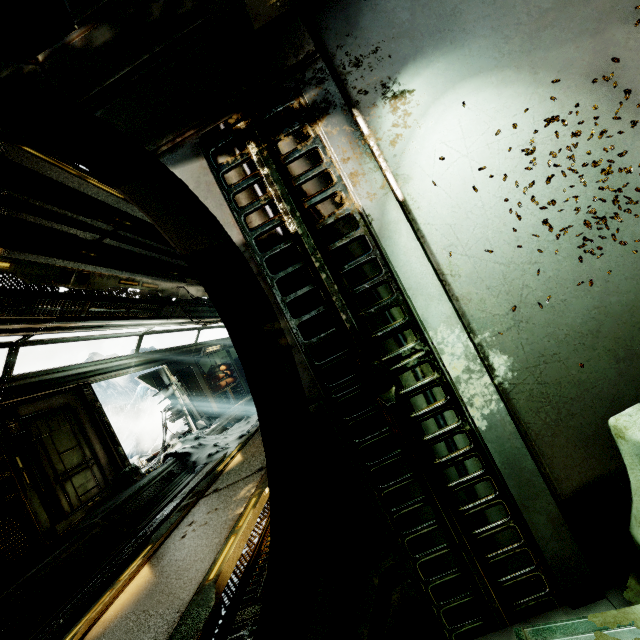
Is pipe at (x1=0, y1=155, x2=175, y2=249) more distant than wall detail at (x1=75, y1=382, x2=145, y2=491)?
No

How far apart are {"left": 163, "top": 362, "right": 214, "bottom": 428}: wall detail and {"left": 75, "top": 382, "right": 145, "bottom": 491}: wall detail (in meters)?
3.16

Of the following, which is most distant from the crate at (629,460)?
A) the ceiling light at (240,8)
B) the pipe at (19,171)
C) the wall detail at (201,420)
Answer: the wall detail at (201,420)

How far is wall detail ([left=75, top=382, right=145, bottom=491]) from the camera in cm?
753

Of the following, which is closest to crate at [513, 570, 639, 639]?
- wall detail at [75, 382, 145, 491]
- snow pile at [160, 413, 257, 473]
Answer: snow pile at [160, 413, 257, 473]

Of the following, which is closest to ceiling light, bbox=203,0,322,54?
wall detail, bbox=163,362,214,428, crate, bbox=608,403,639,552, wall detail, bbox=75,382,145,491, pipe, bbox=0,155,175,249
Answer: crate, bbox=608,403,639,552

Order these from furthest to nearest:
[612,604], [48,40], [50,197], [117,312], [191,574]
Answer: [117,312] < [50,197] < [191,574] < [48,40] < [612,604]

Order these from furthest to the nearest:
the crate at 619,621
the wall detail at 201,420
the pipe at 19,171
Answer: the wall detail at 201,420, the pipe at 19,171, the crate at 619,621
